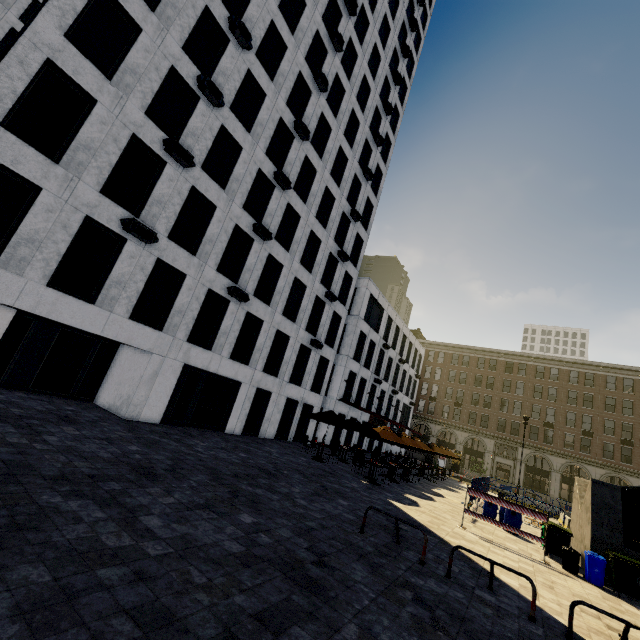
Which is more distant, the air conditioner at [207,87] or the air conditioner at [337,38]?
the air conditioner at [337,38]

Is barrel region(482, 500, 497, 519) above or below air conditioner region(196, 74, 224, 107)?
below

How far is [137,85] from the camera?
13.0m

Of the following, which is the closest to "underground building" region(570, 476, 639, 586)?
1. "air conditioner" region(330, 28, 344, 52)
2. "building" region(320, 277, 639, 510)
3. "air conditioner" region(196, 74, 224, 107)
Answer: "air conditioner" region(196, 74, 224, 107)

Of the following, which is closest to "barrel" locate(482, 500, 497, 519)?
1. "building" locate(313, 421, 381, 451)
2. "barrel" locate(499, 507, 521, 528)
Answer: "barrel" locate(499, 507, 521, 528)

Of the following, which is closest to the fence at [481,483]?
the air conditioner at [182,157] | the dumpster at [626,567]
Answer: the dumpster at [626,567]

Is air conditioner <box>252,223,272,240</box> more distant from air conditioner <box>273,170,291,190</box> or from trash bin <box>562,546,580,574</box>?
trash bin <box>562,546,580,574</box>

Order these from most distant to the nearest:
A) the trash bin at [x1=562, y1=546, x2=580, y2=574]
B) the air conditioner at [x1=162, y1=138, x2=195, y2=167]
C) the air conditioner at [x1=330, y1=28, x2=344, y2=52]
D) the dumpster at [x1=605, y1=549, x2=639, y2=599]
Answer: the air conditioner at [x1=330, y1=28, x2=344, y2=52], the air conditioner at [x1=162, y1=138, x2=195, y2=167], the trash bin at [x1=562, y1=546, x2=580, y2=574], the dumpster at [x1=605, y1=549, x2=639, y2=599]
